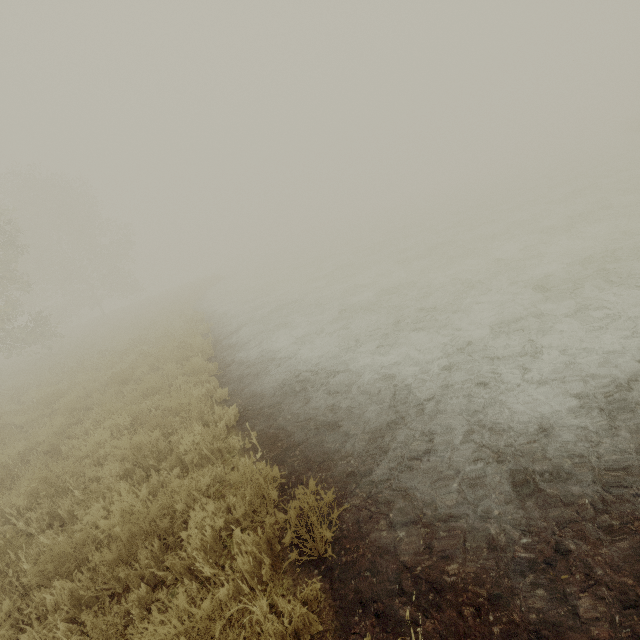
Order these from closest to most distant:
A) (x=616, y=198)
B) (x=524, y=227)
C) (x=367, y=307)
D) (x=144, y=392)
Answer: (x=144, y=392)
(x=367, y=307)
(x=616, y=198)
(x=524, y=227)
